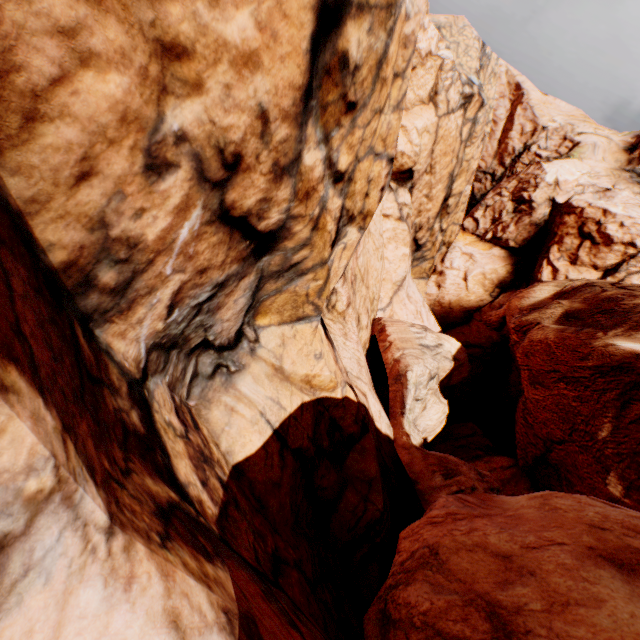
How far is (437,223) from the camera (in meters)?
31.52
